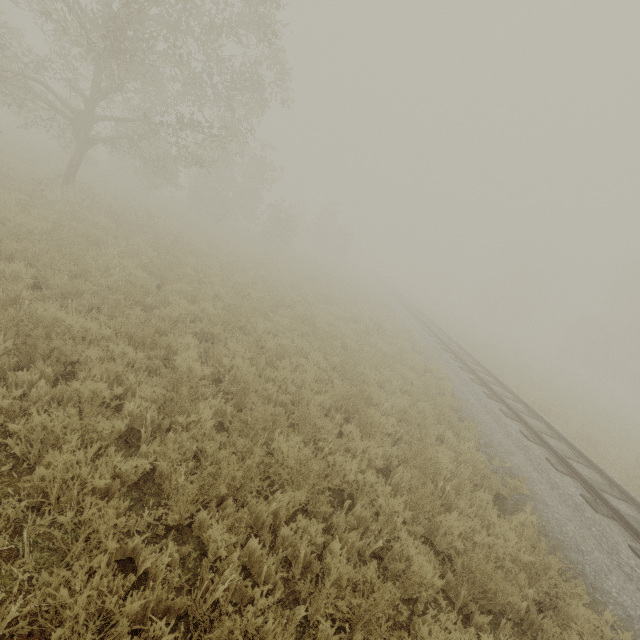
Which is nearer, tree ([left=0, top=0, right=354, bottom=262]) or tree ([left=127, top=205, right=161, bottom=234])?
tree ([left=0, top=0, right=354, bottom=262])

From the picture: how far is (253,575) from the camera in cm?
332

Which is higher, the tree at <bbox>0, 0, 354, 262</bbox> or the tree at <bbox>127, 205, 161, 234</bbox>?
the tree at <bbox>0, 0, 354, 262</bbox>

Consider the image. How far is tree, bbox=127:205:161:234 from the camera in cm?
1305

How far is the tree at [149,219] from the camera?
13.1m

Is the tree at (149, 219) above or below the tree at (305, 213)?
below
